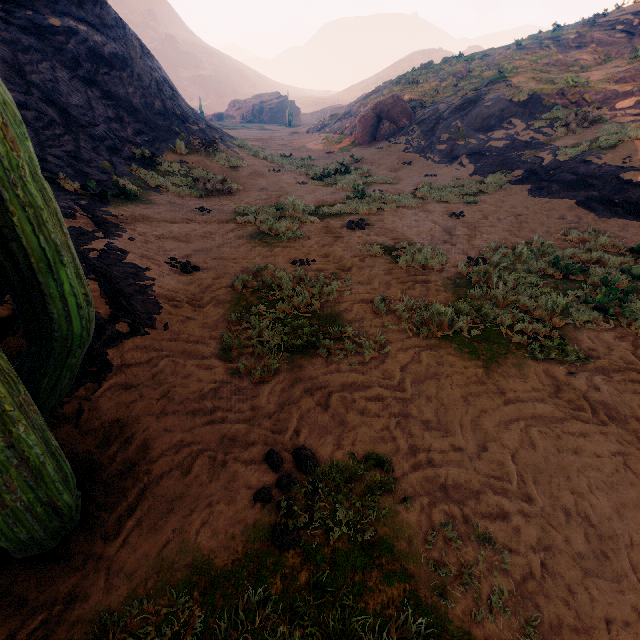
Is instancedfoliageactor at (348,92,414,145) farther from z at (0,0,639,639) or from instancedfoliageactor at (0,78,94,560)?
instancedfoliageactor at (0,78,94,560)

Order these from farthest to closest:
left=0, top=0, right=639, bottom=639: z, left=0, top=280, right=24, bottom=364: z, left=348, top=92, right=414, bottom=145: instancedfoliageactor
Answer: left=348, top=92, right=414, bottom=145: instancedfoliageactor < left=0, top=280, right=24, bottom=364: z < left=0, top=0, right=639, bottom=639: z

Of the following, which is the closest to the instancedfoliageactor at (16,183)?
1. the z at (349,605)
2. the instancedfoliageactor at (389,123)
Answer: the z at (349,605)

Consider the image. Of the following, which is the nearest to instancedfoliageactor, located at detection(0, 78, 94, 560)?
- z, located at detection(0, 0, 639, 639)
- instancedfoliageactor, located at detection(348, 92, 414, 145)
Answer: z, located at detection(0, 0, 639, 639)

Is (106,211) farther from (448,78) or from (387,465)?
(448,78)

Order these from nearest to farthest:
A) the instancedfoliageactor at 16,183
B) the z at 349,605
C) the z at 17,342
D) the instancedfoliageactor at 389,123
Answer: the instancedfoliageactor at 16,183
the z at 349,605
the z at 17,342
the instancedfoliageactor at 389,123
